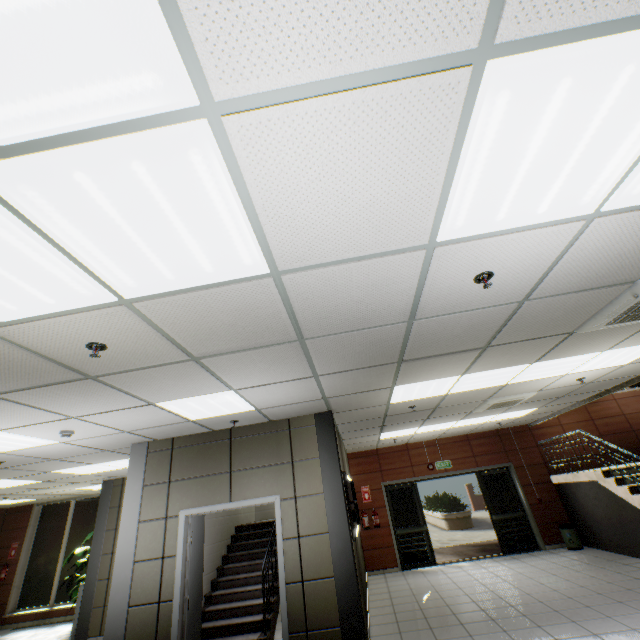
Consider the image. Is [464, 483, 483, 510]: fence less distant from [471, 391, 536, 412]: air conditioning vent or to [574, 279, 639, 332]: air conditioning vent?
[471, 391, 536, 412]: air conditioning vent

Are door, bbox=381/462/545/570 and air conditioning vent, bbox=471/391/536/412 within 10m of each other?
yes

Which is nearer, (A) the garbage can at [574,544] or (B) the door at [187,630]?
(B) the door at [187,630]

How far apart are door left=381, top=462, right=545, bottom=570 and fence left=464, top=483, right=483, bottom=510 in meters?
24.1

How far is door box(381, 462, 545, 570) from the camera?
9.28m

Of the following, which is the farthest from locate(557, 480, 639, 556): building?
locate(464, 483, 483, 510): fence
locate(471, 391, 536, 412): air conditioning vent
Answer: locate(464, 483, 483, 510): fence

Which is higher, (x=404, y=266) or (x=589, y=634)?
(x=404, y=266)

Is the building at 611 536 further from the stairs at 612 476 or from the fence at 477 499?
the fence at 477 499
